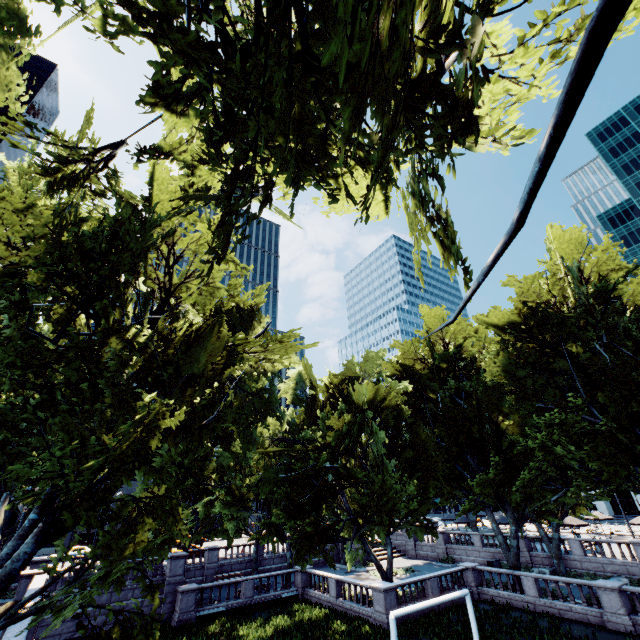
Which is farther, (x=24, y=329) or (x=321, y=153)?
(x=24, y=329)
